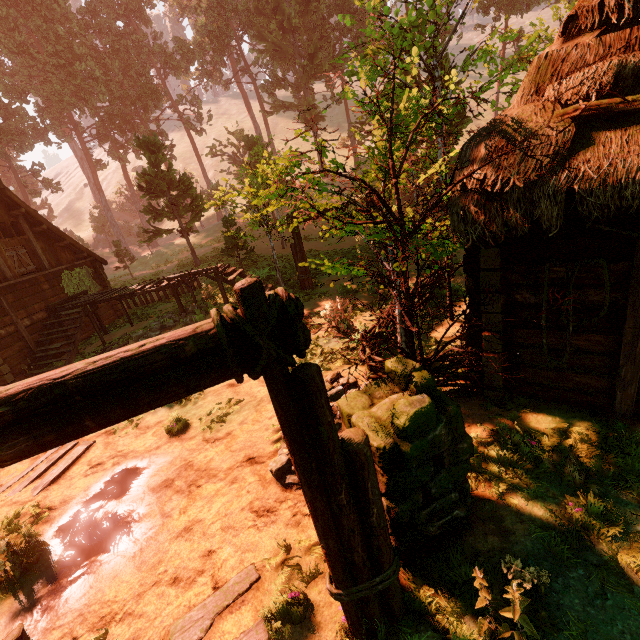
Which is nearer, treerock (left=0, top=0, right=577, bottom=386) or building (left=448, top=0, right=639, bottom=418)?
building (left=448, top=0, right=639, bottom=418)

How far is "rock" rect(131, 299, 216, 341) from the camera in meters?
12.7

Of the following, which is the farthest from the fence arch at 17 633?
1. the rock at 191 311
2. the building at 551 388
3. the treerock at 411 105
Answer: the rock at 191 311

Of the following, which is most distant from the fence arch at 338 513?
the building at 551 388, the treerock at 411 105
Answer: the treerock at 411 105

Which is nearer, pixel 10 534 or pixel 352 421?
pixel 352 421

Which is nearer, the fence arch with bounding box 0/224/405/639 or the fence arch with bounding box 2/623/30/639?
the fence arch with bounding box 0/224/405/639

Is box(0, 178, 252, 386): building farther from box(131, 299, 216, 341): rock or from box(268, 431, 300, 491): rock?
box(268, 431, 300, 491): rock

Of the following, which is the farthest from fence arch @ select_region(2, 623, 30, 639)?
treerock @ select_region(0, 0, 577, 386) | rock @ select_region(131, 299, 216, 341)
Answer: rock @ select_region(131, 299, 216, 341)
